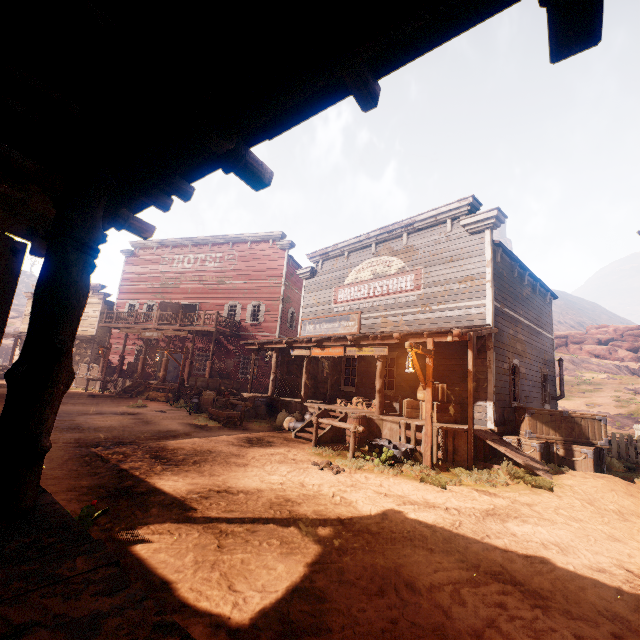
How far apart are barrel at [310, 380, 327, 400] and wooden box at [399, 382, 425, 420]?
5.9m

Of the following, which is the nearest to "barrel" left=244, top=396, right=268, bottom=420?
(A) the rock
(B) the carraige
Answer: (B) the carraige

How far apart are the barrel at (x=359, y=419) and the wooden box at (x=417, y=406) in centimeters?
123cm

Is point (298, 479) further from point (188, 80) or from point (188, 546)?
point (188, 80)

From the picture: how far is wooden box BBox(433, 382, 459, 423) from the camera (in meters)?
9.91

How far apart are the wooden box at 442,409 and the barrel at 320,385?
5.9m

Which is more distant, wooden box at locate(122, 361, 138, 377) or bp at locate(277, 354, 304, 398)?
wooden box at locate(122, 361, 138, 377)

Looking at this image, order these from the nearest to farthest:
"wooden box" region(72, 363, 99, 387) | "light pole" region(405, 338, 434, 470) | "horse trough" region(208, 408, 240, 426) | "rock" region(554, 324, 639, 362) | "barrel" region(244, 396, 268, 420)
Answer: "light pole" region(405, 338, 434, 470) < "horse trough" region(208, 408, 240, 426) < "barrel" region(244, 396, 268, 420) < "wooden box" region(72, 363, 99, 387) < "rock" region(554, 324, 639, 362)
